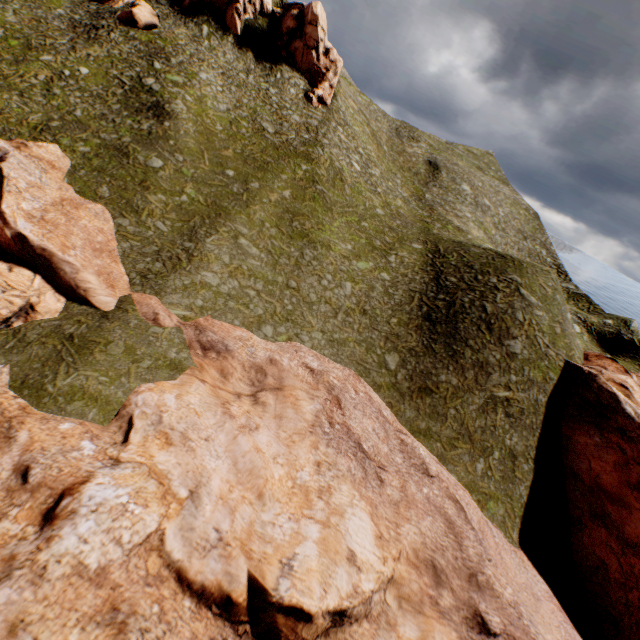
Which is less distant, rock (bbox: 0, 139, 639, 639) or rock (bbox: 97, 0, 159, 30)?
rock (bbox: 0, 139, 639, 639)

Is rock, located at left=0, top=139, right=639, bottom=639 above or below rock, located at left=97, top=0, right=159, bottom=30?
below

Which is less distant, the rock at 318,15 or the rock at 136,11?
the rock at 136,11

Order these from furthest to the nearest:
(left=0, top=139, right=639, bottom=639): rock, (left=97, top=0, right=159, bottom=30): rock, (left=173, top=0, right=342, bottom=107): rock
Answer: (left=173, top=0, right=342, bottom=107): rock → (left=97, top=0, right=159, bottom=30): rock → (left=0, top=139, right=639, bottom=639): rock

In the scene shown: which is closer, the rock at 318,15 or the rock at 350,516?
the rock at 350,516

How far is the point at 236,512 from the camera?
14.42m

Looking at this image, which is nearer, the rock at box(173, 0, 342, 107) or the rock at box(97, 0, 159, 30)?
the rock at box(97, 0, 159, 30)
